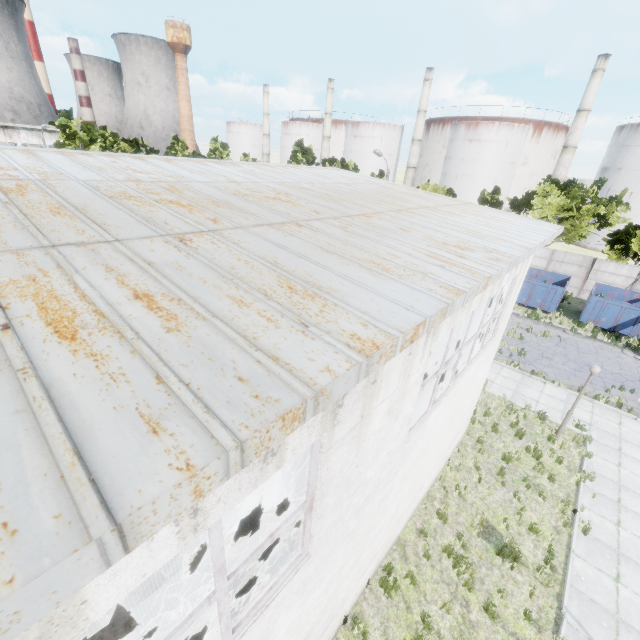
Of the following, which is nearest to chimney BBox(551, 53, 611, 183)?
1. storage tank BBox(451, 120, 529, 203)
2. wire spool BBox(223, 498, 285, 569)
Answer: storage tank BBox(451, 120, 529, 203)

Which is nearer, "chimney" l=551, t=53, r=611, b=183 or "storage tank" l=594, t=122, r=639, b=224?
"storage tank" l=594, t=122, r=639, b=224

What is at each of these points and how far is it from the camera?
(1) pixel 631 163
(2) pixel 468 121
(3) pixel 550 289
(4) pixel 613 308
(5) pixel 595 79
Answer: (1) storage tank, 44.8m
(2) storage tank, 55.8m
(3) garbage container, 24.1m
(4) garbage container, 22.0m
(5) chimney, 45.5m

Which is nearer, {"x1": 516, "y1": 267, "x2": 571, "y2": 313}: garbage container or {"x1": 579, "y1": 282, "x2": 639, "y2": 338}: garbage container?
{"x1": 579, "y1": 282, "x2": 639, "y2": 338}: garbage container

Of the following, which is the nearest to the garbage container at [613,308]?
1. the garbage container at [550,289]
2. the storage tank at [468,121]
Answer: the garbage container at [550,289]

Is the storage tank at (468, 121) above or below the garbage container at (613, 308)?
above

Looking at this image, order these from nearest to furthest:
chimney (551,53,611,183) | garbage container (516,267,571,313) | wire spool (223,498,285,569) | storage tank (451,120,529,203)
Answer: wire spool (223,498,285,569) < garbage container (516,267,571,313) < chimney (551,53,611,183) < storage tank (451,120,529,203)

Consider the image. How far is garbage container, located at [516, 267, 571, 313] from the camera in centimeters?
2409cm
